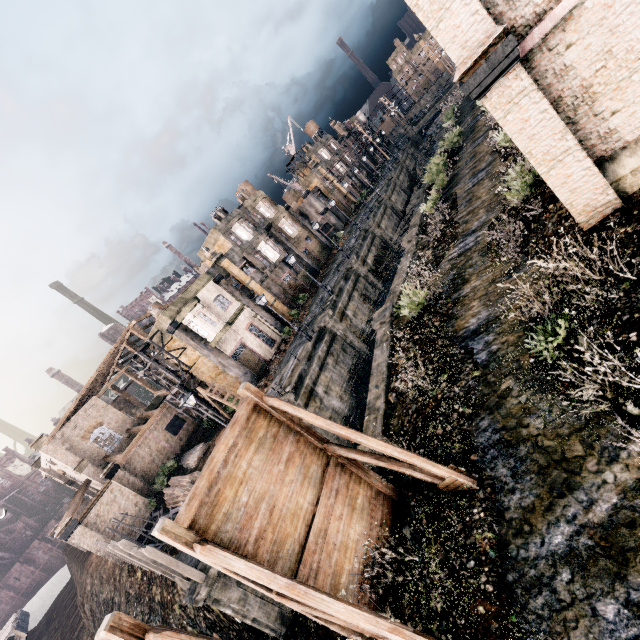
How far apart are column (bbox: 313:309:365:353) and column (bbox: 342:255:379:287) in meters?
7.2 m

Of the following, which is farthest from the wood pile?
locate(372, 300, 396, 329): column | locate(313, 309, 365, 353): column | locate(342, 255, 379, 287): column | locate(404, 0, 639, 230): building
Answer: locate(404, 0, 639, 230): building

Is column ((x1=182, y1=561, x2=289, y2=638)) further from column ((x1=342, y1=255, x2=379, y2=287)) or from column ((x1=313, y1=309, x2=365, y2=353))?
column ((x1=342, y1=255, x2=379, y2=287))

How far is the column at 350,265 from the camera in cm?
3238

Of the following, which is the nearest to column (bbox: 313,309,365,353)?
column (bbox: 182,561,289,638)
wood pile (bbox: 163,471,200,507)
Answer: wood pile (bbox: 163,471,200,507)

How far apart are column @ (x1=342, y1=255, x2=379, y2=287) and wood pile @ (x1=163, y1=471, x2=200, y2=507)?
21.5m

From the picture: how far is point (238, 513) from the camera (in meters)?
6.77

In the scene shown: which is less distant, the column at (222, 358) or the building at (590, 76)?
the building at (590, 76)
